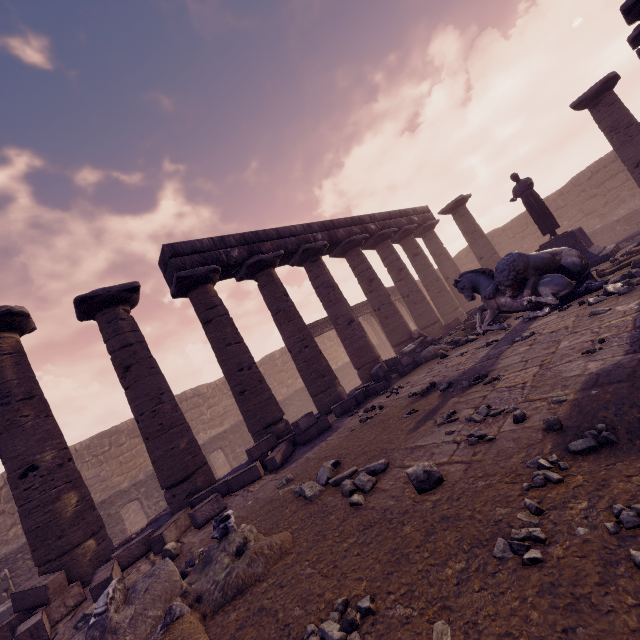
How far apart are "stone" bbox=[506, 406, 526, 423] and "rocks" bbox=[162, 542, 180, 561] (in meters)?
4.92

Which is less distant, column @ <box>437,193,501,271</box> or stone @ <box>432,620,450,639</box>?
stone @ <box>432,620,450,639</box>

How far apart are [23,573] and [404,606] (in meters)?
16.09

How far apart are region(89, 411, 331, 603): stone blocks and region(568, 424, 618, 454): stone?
5.1m

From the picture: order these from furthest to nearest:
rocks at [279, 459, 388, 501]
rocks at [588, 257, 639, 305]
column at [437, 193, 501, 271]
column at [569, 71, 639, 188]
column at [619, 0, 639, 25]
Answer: column at [437, 193, 501, 271], column at [569, 71, 639, 188], column at [619, 0, 639, 25], rocks at [588, 257, 639, 305], rocks at [279, 459, 388, 501]

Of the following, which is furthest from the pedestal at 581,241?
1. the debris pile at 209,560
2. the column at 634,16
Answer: the debris pile at 209,560

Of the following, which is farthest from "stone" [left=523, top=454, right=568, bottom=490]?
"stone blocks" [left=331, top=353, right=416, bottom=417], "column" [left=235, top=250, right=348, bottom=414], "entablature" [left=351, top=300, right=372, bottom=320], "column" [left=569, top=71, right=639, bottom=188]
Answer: "column" [left=569, top=71, right=639, bottom=188]

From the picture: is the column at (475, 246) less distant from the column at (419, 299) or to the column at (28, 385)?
the column at (419, 299)
